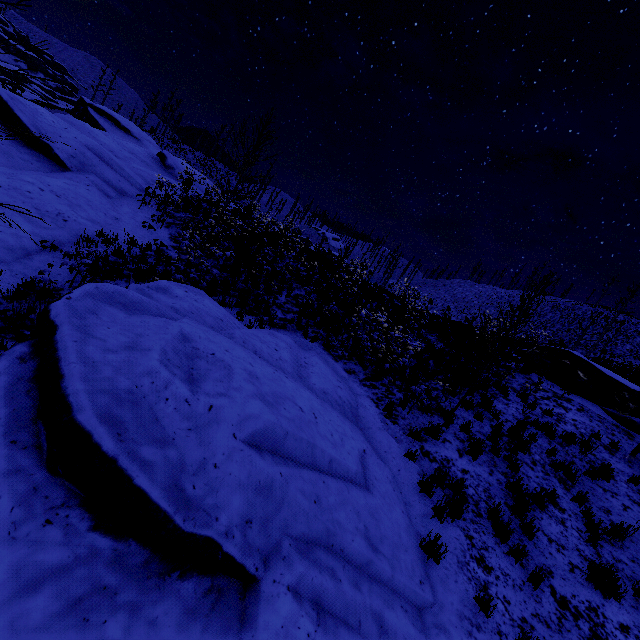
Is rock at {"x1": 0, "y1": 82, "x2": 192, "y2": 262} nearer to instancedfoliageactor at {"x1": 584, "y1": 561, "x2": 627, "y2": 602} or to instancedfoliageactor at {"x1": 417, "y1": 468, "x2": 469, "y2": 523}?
instancedfoliageactor at {"x1": 417, "y1": 468, "x2": 469, "y2": 523}

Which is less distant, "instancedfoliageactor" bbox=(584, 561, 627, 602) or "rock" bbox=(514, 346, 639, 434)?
"instancedfoliageactor" bbox=(584, 561, 627, 602)

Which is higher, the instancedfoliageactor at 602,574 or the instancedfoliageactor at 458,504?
the instancedfoliageactor at 602,574

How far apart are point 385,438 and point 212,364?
4.5m

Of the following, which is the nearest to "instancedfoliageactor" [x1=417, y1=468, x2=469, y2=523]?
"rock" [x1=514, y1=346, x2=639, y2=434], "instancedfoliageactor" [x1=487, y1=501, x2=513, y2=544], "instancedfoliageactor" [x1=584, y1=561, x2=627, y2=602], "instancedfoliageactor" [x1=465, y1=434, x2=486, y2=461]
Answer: "instancedfoliageactor" [x1=487, y1=501, x2=513, y2=544]

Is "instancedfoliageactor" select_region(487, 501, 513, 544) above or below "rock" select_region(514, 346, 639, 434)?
below

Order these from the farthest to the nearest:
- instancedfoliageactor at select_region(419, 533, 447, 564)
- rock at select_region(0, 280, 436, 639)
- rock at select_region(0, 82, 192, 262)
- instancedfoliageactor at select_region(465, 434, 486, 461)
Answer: rock at select_region(0, 82, 192, 262), instancedfoliageactor at select_region(465, 434, 486, 461), instancedfoliageactor at select_region(419, 533, 447, 564), rock at select_region(0, 280, 436, 639)

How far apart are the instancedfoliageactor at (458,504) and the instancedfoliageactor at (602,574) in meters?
2.4 m
